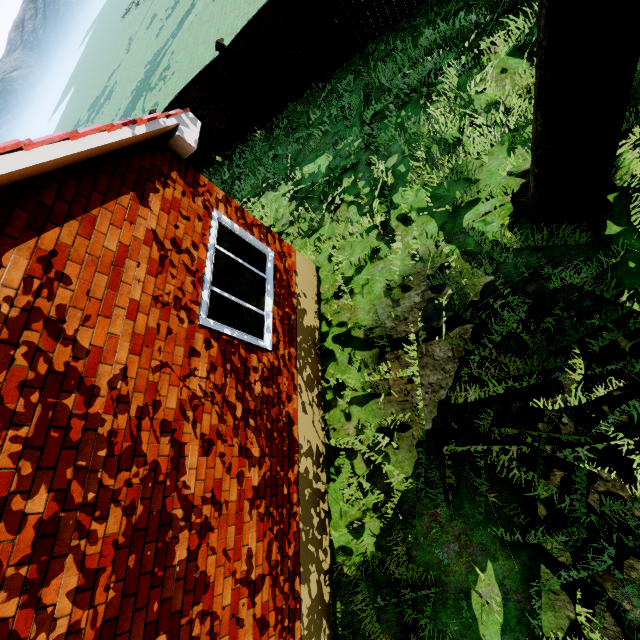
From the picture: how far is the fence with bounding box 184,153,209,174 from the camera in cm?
1220

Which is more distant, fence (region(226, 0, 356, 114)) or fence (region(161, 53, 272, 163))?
fence (region(161, 53, 272, 163))

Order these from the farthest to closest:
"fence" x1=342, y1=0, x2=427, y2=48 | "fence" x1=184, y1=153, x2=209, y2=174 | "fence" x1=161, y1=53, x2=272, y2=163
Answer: "fence" x1=184, y1=153, x2=209, y2=174
"fence" x1=161, y1=53, x2=272, y2=163
"fence" x1=342, y1=0, x2=427, y2=48

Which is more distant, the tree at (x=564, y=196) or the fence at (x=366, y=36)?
the fence at (x=366, y=36)

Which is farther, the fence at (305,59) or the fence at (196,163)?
the fence at (196,163)

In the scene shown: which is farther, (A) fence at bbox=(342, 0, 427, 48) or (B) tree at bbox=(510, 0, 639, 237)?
(A) fence at bbox=(342, 0, 427, 48)

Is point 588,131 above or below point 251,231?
below
